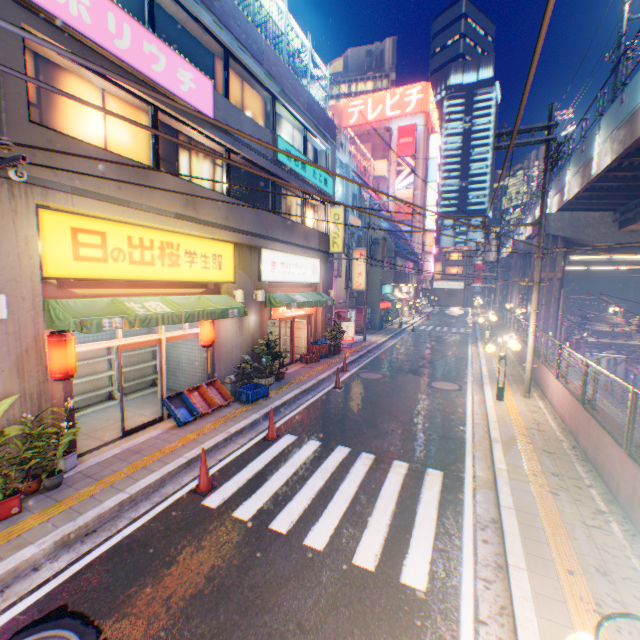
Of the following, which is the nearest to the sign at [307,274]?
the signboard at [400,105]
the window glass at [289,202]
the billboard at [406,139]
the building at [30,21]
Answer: the building at [30,21]

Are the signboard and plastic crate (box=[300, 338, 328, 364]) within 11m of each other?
no

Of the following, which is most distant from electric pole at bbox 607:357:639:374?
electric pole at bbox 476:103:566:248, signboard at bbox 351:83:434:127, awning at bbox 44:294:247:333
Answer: signboard at bbox 351:83:434:127

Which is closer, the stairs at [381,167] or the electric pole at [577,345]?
the electric pole at [577,345]

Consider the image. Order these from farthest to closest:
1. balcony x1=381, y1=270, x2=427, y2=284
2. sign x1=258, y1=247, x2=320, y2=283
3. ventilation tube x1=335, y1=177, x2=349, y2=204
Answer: balcony x1=381, y1=270, x2=427, y2=284
ventilation tube x1=335, y1=177, x2=349, y2=204
sign x1=258, y1=247, x2=320, y2=283

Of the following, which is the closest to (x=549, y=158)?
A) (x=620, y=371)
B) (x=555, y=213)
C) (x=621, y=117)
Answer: (x=621, y=117)

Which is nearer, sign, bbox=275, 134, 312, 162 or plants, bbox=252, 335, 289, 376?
plants, bbox=252, 335, 289, 376

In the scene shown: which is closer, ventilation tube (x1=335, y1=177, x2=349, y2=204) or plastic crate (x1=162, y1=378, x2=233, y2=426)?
plastic crate (x1=162, y1=378, x2=233, y2=426)
